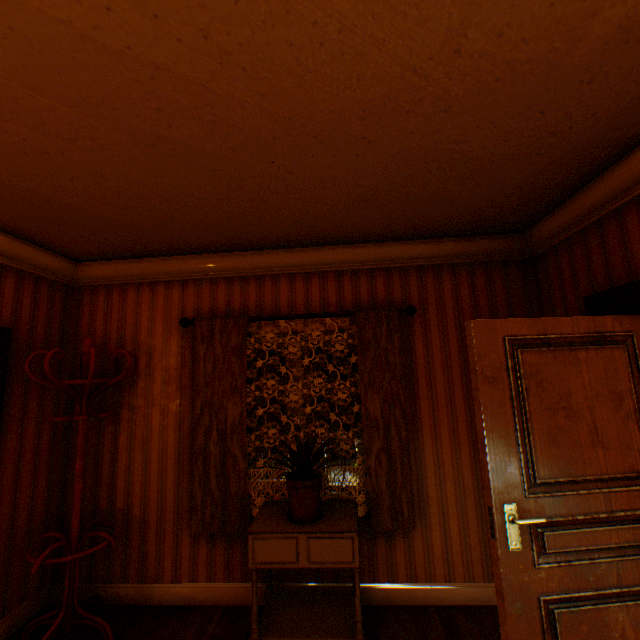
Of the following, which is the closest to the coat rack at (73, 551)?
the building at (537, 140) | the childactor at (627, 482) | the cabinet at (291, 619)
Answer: the building at (537, 140)

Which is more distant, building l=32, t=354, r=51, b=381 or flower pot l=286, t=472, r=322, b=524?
building l=32, t=354, r=51, b=381

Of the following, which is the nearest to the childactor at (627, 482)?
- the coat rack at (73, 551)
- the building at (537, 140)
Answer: the building at (537, 140)

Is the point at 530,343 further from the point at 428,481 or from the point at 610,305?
the point at 428,481

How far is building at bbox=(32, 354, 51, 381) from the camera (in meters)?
2.89

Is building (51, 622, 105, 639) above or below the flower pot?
below

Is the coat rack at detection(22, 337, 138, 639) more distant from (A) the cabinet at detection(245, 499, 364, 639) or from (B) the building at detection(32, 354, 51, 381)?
(A) the cabinet at detection(245, 499, 364, 639)

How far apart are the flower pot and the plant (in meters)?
0.02
